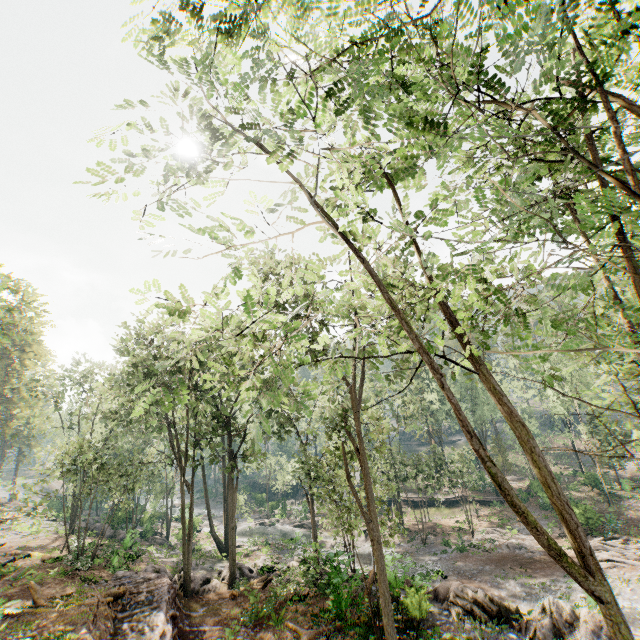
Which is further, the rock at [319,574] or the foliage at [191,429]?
the rock at [319,574]

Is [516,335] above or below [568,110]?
below

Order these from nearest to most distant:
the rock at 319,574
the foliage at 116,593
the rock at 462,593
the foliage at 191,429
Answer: the foliage at 191,429, the rock at 462,593, the foliage at 116,593, the rock at 319,574

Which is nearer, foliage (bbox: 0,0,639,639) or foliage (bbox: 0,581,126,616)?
foliage (bbox: 0,0,639,639)

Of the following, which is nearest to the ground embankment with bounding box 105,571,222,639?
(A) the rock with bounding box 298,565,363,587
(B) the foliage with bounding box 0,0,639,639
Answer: (B) the foliage with bounding box 0,0,639,639

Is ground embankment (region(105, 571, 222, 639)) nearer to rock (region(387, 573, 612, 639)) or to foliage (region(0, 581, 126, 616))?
foliage (region(0, 581, 126, 616))
